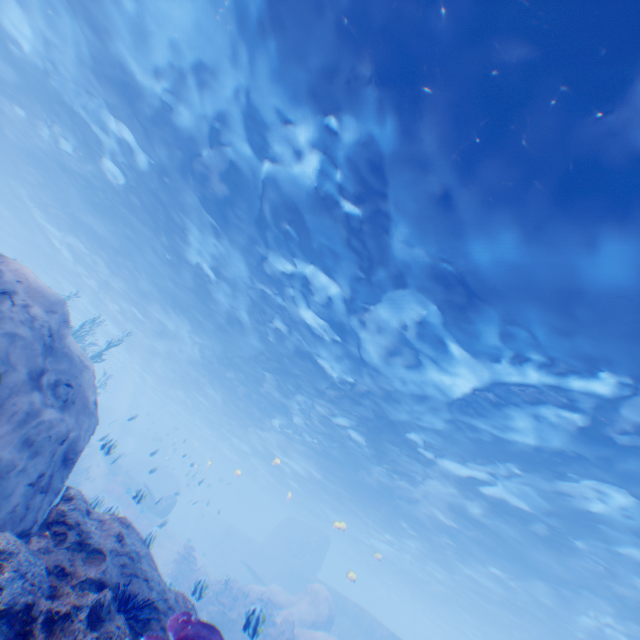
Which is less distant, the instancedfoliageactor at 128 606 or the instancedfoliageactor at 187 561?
the instancedfoliageactor at 128 606

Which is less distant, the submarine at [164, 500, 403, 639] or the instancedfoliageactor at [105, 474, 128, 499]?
the instancedfoliageactor at [105, 474, 128, 499]

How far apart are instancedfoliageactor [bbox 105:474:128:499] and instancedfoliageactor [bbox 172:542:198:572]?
7.7m

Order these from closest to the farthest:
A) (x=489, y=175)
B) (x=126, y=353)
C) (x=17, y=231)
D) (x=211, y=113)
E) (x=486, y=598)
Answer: (x=489, y=175), (x=211, y=113), (x=486, y=598), (x=17, y=231), (x=126, y=353)

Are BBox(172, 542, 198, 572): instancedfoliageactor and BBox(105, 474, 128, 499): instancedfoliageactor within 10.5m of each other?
yes

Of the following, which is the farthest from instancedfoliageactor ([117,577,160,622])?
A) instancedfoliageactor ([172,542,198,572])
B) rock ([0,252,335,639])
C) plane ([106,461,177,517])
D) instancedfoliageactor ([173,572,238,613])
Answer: plane ([106,461,177,517])

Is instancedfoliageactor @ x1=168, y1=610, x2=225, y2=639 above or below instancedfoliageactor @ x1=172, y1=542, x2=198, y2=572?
above

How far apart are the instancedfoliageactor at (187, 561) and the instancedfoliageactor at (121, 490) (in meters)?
7.70
